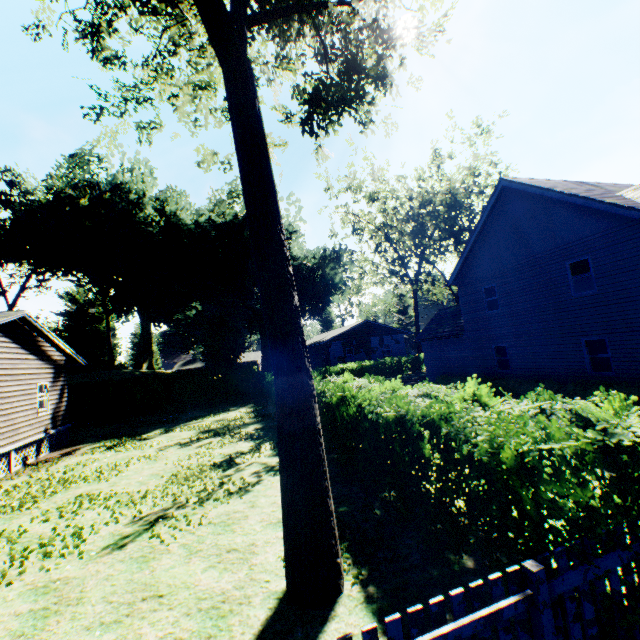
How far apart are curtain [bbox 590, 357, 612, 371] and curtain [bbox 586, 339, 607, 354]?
0.1m

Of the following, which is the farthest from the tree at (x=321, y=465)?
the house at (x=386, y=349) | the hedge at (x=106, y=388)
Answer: the house at (x=386, y=349)

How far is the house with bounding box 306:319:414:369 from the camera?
38.4 meters

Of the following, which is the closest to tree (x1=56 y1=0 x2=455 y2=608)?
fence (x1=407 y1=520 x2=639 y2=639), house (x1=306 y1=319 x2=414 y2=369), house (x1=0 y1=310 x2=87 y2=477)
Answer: fence (x1=407 y1=520 x2=639 y2=639)

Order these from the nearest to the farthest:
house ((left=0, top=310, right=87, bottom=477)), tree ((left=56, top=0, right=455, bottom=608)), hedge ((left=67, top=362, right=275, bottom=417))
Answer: tree ((left=56, top=0, right=455, bottom=608)) < house ((left=0, top=310, right=87, bottom=477)) < hedge ((left=67, top=362, right=275, bottom=417))

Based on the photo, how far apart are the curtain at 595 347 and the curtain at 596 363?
0.1m

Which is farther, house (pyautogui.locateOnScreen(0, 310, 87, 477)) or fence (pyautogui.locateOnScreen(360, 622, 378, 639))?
house (pyautogui.locateOnScreen(0, 310, 87, 477))

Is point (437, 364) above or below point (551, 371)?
above
